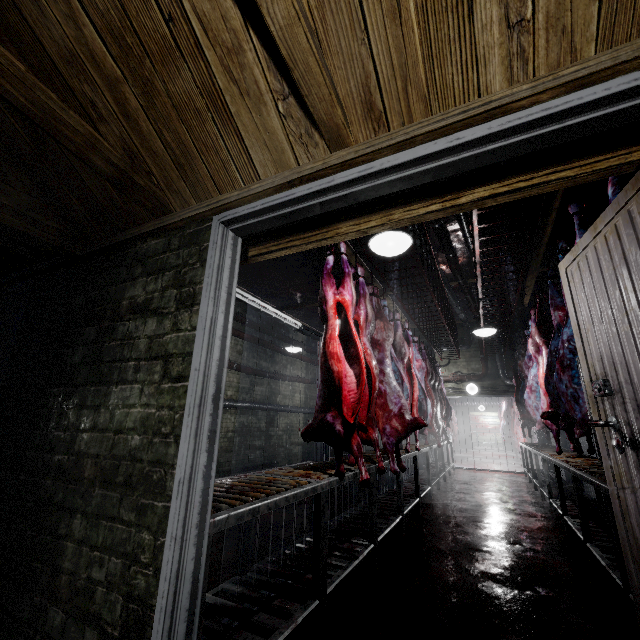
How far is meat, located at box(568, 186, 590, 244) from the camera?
2.5 meters

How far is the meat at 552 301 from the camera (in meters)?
2.78

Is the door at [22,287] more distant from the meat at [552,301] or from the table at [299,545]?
the meat at [552,301]

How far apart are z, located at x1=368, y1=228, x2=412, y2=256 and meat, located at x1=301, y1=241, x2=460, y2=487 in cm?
36

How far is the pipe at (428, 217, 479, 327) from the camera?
5.1 meters

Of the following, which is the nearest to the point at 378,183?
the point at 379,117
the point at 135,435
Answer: the point at 379,117

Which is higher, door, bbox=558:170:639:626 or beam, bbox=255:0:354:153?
beam, bbox=255:0:354:153

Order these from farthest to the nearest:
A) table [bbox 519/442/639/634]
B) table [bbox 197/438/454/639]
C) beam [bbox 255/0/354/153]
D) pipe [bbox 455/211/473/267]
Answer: pipe [bbox 455/211/473/267], table [bbox 519/442/639/634], table [bbox 197/438/454/639], beam [bbox 255/0/354/153]
